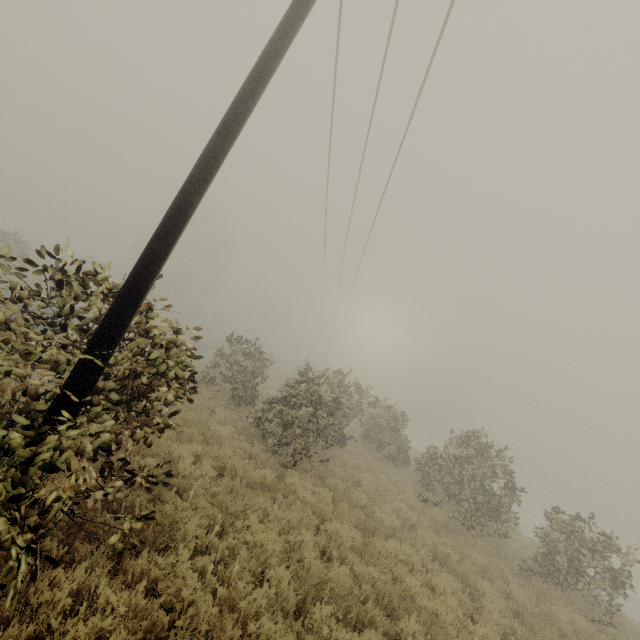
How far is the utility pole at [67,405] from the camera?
3.4m

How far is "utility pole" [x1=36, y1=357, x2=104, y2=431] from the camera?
3.4 meters

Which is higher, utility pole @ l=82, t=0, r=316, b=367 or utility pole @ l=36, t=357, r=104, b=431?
utility pole @ l=82, t=0, r=316, b=367

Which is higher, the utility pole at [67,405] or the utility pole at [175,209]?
the utility pole at [175,209]

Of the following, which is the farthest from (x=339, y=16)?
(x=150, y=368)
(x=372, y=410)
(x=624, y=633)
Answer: (x=372, y=410)
